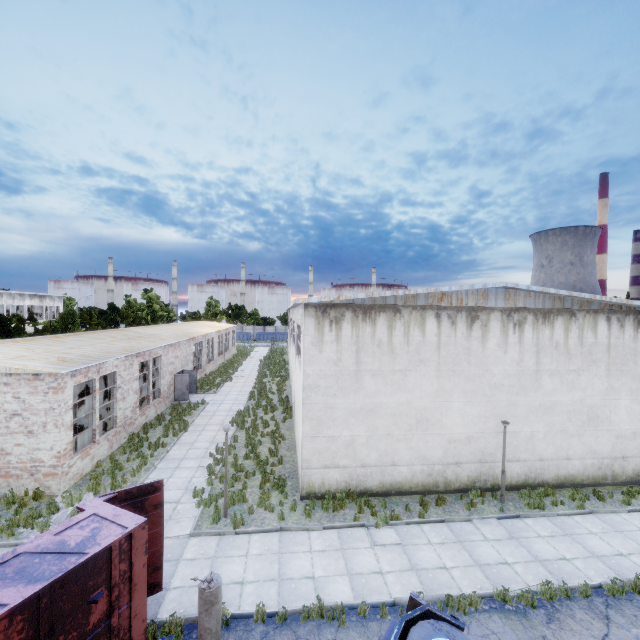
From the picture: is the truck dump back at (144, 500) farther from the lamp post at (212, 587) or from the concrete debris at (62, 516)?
the concrete debris at (62, 516)

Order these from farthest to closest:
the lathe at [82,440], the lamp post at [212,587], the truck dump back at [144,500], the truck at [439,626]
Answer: the lathe at [82,440] → the truck dump back at [144,500] → the lamp post at [212,587] → the truck at [439,626]

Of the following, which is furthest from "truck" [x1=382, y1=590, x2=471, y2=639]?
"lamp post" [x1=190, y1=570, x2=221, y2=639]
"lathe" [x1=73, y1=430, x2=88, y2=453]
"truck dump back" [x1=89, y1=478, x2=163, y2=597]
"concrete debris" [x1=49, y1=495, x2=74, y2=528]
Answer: "lathe" [x1=73, y1=430, x2=88, y2=453]

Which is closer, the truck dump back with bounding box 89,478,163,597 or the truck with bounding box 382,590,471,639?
the truck with bounding box 382,590,471,639

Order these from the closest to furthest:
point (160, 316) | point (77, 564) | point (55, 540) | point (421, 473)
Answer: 1. point (77, 564)
2. point (55, 540)
3. point (421, 473)
4. point (160, 316)

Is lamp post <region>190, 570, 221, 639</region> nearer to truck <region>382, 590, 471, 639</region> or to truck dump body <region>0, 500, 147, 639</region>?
truck dump body <region>0, 500, 147, 639</region>

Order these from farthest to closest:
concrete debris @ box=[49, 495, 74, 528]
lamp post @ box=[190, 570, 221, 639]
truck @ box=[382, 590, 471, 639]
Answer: concrete debris @ box=[49, 495, 74, 528]
lamp post @ box=[190, 570, 221, 639]
truck @ box=[382, 590, 471, 639]

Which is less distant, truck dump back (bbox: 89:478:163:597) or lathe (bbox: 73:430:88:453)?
truck dump back (bbox: 89:478:163:597)
